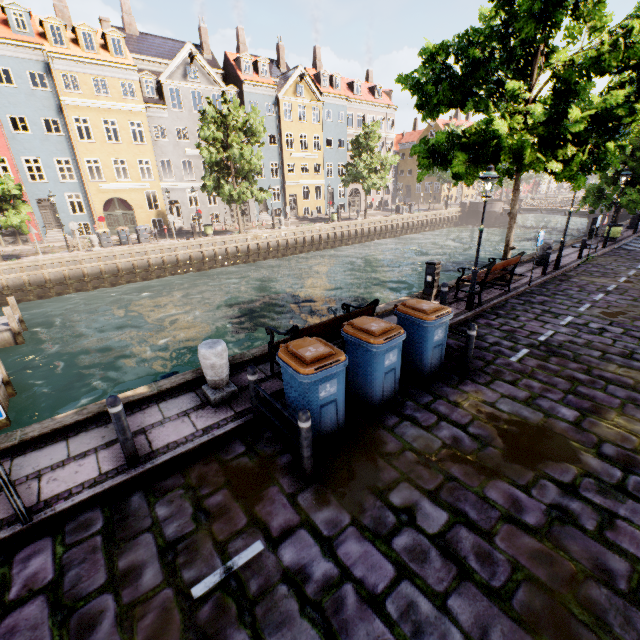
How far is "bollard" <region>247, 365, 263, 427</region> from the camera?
4.9 meters

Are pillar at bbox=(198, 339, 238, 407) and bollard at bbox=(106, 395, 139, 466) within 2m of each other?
yes

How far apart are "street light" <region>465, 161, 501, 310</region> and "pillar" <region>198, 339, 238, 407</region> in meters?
7.2 m

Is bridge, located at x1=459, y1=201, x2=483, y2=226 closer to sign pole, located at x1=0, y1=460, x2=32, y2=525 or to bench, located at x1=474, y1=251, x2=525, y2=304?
bench, located at x1=474, y1=251, x2=525, y2=304

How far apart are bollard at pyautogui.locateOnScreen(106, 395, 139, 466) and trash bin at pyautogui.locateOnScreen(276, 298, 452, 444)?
3.4m

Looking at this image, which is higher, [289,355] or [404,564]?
[289,355]

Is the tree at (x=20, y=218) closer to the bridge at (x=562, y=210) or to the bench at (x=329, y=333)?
the bridge at (x=562, y=210)

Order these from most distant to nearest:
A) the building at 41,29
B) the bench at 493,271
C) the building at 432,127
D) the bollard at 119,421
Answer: the building at 432,127, the building at 41,29, the bench at 493,271, the bollard at 119,421
